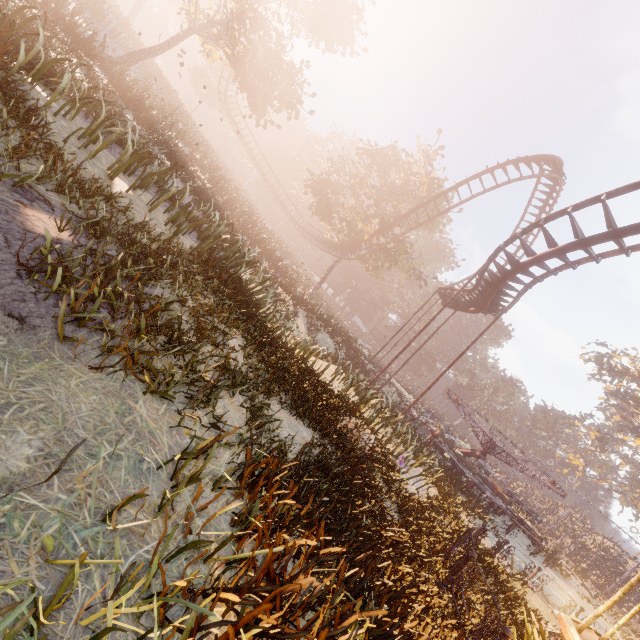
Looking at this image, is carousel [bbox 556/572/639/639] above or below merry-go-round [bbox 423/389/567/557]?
above

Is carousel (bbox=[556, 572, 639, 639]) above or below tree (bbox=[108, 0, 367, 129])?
below

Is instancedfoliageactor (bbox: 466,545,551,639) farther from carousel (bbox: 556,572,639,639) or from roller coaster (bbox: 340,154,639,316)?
roller coaster (bbox: 340,154,639,316)

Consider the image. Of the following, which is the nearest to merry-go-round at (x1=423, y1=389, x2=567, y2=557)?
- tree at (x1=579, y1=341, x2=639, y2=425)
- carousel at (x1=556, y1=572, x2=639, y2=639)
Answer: carousel at (x1=556, y1=572, x2=639, y2=639)

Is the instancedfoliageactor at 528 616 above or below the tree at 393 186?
below

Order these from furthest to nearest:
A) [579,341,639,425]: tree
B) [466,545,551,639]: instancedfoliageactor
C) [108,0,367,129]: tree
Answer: [579,341,639,425]: tree → [108,0,367,129]: tree → [466,545,551,639]: instancedfoliageactor

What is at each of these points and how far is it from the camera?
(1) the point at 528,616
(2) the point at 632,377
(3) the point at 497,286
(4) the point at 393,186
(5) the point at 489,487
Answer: (1) instancedfoliageactor, 9.44m
(2) tree, 39.62m
(3) roller coaster, 15.00m
(4) tree, 29.80m
(5) merry-go-round, 21.62m

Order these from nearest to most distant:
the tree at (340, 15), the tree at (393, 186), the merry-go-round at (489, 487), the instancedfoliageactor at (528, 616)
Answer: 1. the instancedfoliageactor at (528, 616)
2. the tree at (340, 15)
3. the merry-go-round at (489, 487)
4. the tree at (393, 186)
